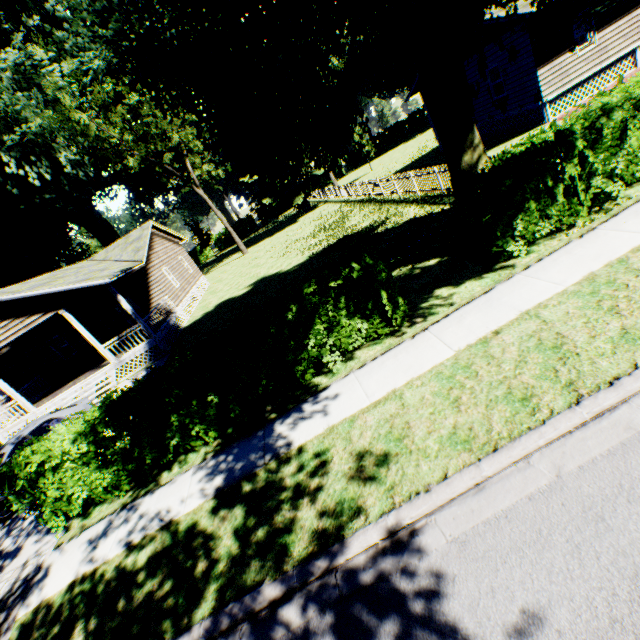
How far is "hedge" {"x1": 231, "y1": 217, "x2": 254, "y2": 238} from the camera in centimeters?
5919cm

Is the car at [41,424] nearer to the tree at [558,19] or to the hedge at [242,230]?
the tree at [558,19]

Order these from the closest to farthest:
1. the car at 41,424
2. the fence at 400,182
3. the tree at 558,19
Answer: the tree at 558,19 → the car at 41,424 → the fence at 400,182

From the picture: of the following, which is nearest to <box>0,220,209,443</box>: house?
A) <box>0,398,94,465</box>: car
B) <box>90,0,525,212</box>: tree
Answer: <box>0,398,94,465</box>: car

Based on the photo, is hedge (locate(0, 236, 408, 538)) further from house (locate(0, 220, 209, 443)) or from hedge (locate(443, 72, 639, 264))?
house (locate(0, 220, 209, 443))

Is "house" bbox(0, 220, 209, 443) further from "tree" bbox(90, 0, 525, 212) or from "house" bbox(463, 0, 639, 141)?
"house" bbox(463, 0, 639, 141)

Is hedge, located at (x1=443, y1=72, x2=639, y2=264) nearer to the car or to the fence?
the fence

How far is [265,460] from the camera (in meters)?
5.93
